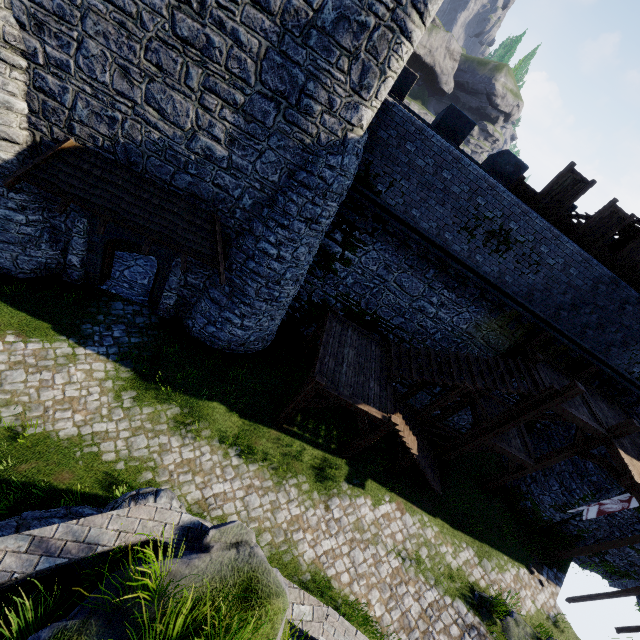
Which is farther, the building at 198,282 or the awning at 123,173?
the building at 198,282

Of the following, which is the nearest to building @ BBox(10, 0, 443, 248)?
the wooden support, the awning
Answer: the awning

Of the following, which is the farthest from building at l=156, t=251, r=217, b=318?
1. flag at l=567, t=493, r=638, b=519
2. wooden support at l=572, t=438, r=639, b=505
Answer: flag at l=567, t=493, r=638, b=519

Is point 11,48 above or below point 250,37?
below

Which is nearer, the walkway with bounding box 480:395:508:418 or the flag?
the flag

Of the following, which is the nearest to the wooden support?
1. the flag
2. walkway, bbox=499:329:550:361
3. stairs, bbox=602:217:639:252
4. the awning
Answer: walkway, bbox=499:329:550:361

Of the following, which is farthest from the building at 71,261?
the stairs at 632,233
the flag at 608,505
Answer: the flag at 608,505

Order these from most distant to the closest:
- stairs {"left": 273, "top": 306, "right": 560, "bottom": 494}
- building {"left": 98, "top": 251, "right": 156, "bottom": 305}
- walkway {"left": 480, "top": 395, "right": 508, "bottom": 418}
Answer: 1. walkway {"left": 480, "top": 395, "right": 508, "bottom": 418}
2. building {"left": 98, "top": 251, "right": 156, "bottom": 305}
3. stairs {"left": 273, "top": 306, "right": 560, "bottom": 494}
